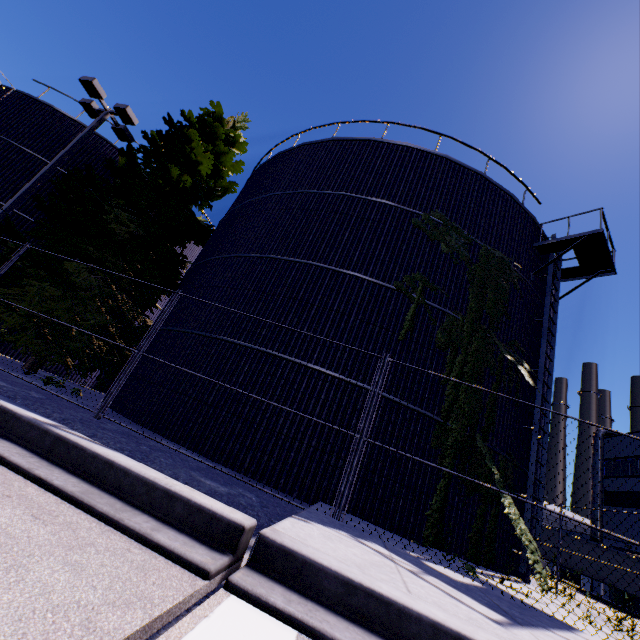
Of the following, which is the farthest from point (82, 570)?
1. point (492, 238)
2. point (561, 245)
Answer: point (561, 245)

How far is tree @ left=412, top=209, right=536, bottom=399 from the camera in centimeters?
906cm

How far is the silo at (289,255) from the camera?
9.2m

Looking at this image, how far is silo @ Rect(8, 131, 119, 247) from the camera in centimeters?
1559cm

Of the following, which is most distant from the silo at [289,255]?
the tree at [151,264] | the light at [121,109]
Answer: the light at [121,109]

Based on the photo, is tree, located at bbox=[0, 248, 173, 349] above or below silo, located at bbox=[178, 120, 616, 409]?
below

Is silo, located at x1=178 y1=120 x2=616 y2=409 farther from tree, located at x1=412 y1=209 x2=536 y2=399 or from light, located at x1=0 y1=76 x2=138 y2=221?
light, located at x1=0 y1=76 x2=138 y2=221
